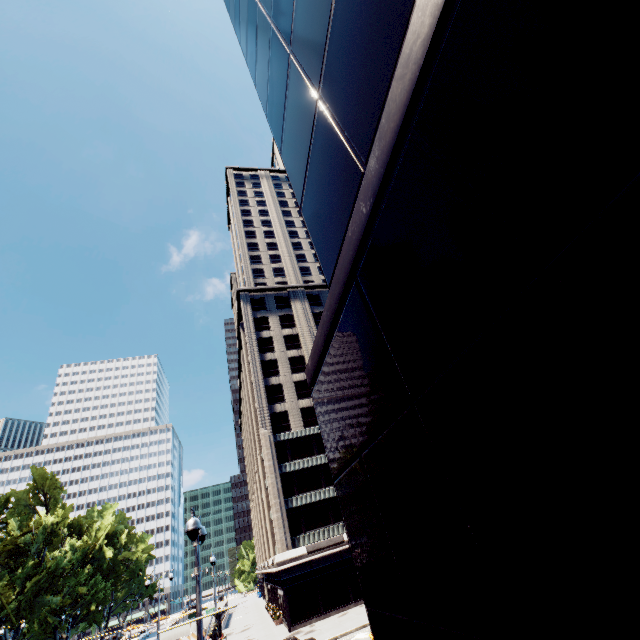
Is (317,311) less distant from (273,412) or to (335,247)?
(273,412)

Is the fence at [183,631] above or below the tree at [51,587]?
below

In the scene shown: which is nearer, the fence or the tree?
the tree

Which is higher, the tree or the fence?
the tree

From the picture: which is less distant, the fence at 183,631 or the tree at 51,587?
the tree at 51,587
